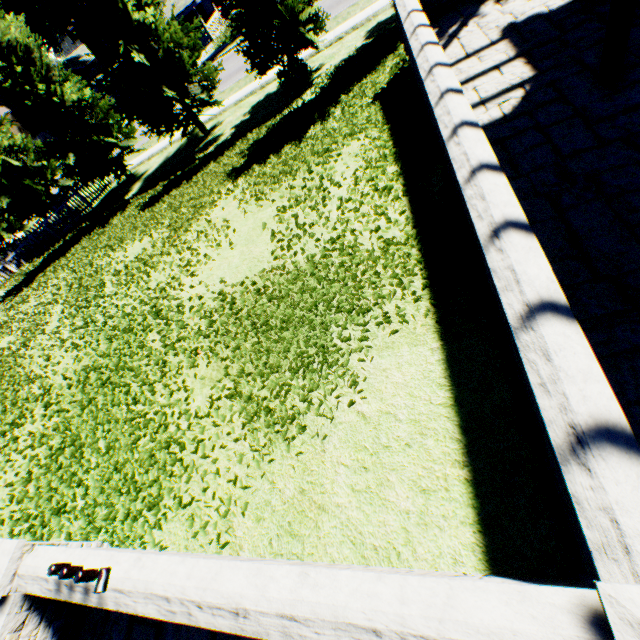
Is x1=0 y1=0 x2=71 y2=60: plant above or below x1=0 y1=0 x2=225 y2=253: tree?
above

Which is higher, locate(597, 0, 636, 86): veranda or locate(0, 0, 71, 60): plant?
locate(0, 0, 71, 60): plant

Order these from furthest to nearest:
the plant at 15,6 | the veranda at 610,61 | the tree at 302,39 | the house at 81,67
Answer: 1. the house at 81,67
2. the plant at 15,6
3. the tree at 302,39
4. the veranda at 610,61

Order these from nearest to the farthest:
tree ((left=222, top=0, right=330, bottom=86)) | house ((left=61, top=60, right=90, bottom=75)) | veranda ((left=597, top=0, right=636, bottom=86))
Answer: veranda ((left=597, top=0, right=636, bottom=86))
tree ((left=222, top=0, right=330, bottom=86))
house ((left=61, top=60, right=90, bottom=75))

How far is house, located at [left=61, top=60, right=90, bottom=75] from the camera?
58.6m

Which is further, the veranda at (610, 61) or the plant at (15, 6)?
the plant at (15, 6)

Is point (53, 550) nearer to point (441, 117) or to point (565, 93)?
point (441, 117)

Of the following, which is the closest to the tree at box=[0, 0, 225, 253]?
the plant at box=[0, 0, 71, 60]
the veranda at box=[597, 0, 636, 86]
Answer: the plant at box=[0, 0, 71, 60]
